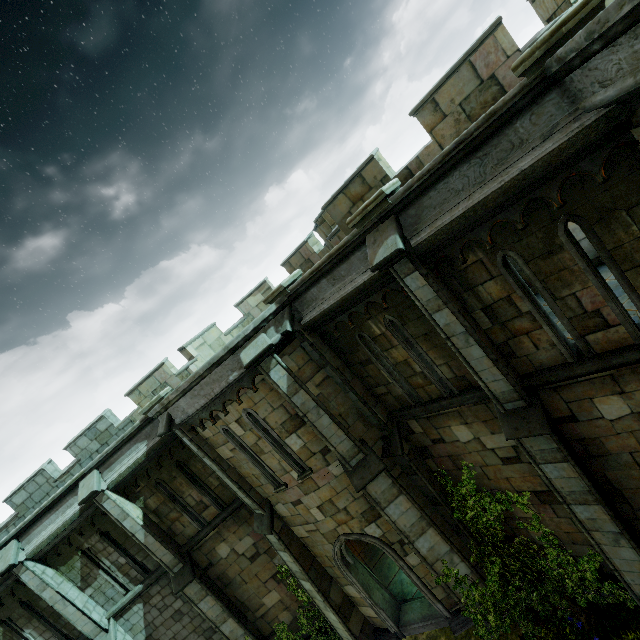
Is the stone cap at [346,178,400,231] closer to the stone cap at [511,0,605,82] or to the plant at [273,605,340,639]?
the stone cap at [511,0,605,82]

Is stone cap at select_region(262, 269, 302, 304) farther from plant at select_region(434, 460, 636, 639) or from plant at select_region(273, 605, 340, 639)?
plant at select_region(273, 605, 340, 639)

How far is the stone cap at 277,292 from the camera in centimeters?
802cm

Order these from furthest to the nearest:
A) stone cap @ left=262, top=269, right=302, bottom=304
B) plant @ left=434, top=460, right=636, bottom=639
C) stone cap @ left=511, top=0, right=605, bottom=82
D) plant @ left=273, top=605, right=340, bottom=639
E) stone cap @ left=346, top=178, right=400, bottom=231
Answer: plant @ left=273, top=605, right=340, bottom=639, stone cap @ left=262, top=269, right=302, bottom=304, plant @ left=434, top=460, right=636, bottom=639, stone cap @ left=346, top=178, right=400, bottom=231, stone cap @ left=511, top=0, right=605, bottom=82

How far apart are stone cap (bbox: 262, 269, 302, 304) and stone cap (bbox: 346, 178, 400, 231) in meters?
2.4

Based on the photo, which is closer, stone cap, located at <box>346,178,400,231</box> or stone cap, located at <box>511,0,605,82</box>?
stone cap, located at <box>511,0,605,82</box>

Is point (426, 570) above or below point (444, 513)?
below

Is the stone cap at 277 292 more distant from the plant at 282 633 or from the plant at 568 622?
the plant at 282 633
